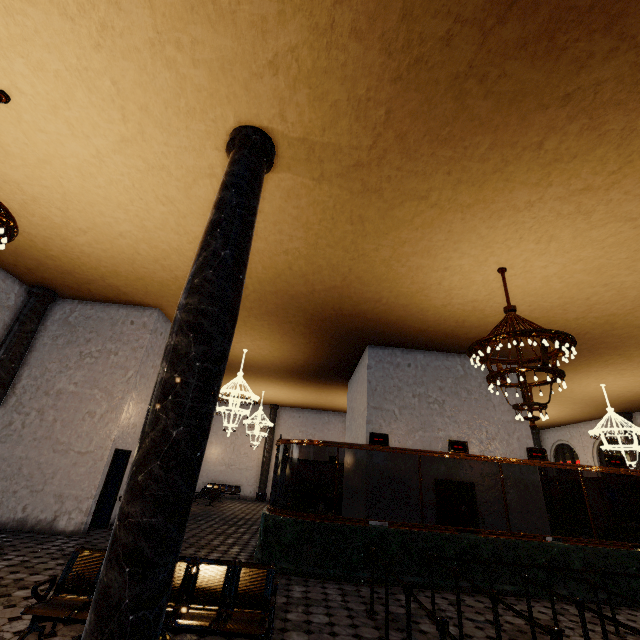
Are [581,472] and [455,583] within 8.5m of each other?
yes
